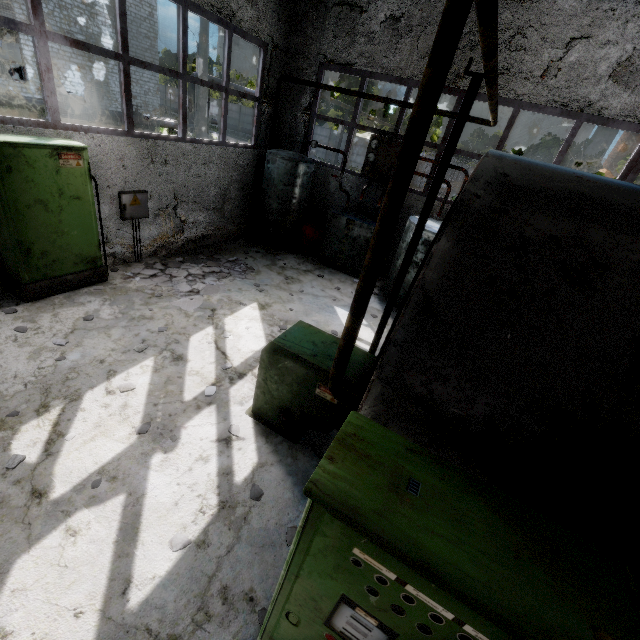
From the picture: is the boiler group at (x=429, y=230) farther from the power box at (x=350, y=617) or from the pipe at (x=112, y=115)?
the pipe at (x=112, y=115)

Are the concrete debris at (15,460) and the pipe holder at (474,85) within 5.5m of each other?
yes

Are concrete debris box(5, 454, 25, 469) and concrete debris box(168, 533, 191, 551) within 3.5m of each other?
yes

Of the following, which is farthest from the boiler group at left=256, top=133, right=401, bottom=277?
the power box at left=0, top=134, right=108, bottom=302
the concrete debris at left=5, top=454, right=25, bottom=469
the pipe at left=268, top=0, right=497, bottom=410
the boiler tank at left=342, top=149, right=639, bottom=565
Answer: the pipe at left=268, top=0, right=497, bottom=410

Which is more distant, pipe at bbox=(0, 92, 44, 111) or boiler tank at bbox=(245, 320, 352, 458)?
pipe at bbox=(0, 92, 44, 111)

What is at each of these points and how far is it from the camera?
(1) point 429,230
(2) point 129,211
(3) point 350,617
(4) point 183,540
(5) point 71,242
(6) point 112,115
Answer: (1) boiler group, 7.4 meters
(2) power box, 6.8 meters
(3) power box, 1.4 meters
(4) concrete debris, 3.0 meters
(5) power box, 5.7 meters
(6) pipe, 23.0 meters

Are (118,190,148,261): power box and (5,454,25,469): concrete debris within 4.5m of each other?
no

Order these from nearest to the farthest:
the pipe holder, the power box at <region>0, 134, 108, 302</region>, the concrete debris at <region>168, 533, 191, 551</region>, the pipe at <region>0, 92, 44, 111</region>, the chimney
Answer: the concrete debris at <region>168, 533, 191, 551</region> < the pipe holder < the power box at <region>0, 134, 108, 302</region> < the pipe at <region>0, 92, 44, 111</region> < the chimney
